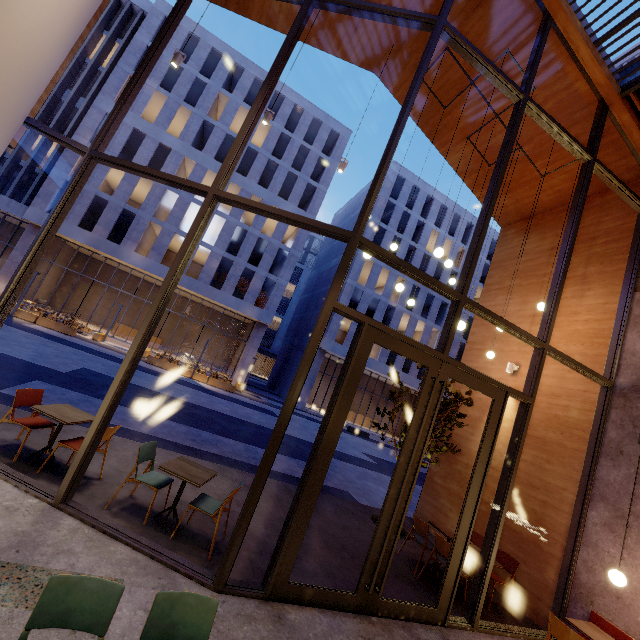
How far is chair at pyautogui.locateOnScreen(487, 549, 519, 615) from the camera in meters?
5.7

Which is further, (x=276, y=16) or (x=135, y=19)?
(x=135, y=19)

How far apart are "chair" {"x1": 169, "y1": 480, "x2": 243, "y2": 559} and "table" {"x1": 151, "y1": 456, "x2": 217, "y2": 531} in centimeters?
21cm

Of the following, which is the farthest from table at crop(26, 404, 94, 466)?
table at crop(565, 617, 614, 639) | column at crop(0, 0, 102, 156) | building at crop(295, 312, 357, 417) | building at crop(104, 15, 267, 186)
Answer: building at crop(295, 312, 357, 417)

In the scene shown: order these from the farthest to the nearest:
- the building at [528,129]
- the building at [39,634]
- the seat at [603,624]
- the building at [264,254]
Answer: the building at [264,254] → the building at [528,129] → the seat at [603,624] → the building at [39,634]

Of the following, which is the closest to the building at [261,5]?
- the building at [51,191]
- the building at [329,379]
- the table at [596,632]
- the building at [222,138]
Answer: the table at [596,632]

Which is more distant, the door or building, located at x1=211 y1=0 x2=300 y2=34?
building, located at x1=211 y1=0 x2=300 y2=34

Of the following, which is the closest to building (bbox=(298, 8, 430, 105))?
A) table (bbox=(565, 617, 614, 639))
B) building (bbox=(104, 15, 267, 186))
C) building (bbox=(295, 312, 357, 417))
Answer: table (bbox=(565, 617, 614, 639))
